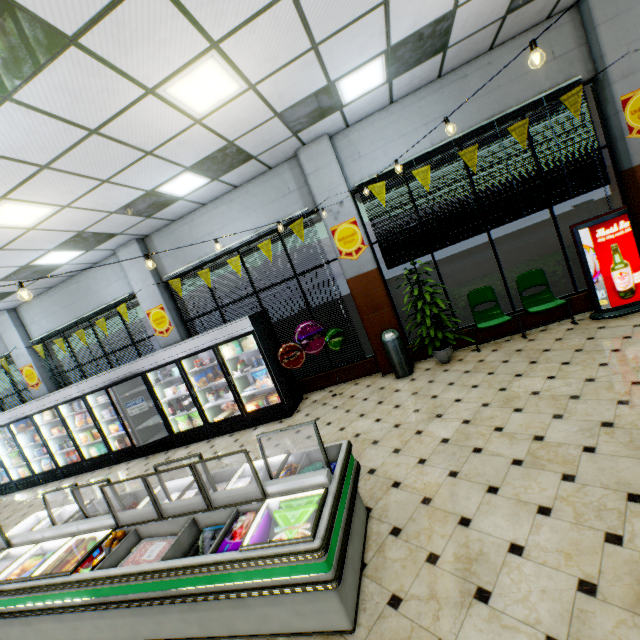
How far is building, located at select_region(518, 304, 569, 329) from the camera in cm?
614

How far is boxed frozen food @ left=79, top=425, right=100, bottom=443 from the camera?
8.3 meters

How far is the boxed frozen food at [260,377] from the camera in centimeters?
677cm

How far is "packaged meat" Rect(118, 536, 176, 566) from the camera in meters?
2.8

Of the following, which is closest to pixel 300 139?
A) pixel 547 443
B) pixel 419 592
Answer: pixel 547 443

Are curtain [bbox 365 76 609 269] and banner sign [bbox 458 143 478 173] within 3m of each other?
yes

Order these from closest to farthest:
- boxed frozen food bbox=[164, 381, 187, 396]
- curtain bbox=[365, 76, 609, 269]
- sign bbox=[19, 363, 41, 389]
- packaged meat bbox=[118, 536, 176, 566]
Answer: packaged meat bbox=[118, 536, 176, 566] → curtain bbox=[365, 76, 609, 269] → boxed frozen food bbox=[164, 381, 187, 396] → sign bbox=[19, 363, 41, 389]

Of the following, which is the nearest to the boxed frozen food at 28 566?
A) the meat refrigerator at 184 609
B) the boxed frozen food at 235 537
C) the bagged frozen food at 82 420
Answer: the meat refrigerator at 184 609
